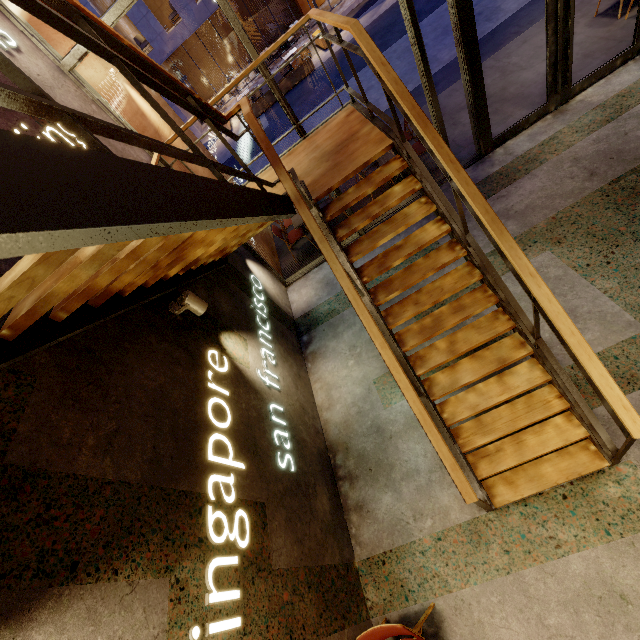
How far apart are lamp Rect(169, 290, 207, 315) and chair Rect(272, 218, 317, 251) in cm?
375

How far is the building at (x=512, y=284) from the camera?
4.2 meters

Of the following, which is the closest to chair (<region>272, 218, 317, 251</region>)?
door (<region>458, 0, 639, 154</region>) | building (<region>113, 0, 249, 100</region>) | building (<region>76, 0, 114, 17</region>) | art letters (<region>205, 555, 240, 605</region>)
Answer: door (<region>458, 0, 639, 154</region>)

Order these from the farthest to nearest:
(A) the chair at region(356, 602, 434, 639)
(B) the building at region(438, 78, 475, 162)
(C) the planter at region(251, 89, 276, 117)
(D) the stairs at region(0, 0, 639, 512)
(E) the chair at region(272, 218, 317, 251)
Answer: (C) the planter at region(251, 89, 276, 117)
(E) the chair at region(272, 218, 317, 251)
(B) the building at region(438, 78, 475, 162)
(A) the chair at region(356, 602, 434, 639)
(D) the stairs at region(0, 0, 639, 512)

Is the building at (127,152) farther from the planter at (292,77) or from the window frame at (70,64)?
the planter at (292,77)

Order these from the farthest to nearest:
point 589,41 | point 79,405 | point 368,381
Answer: →
point 589,41
point 368,381
point 79,405

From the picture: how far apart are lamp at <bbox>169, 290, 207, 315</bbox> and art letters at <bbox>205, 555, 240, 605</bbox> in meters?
0.9

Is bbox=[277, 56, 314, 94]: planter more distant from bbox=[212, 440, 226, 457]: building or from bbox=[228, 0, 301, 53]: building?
bbox=[212, 440, 226, 457]: building
